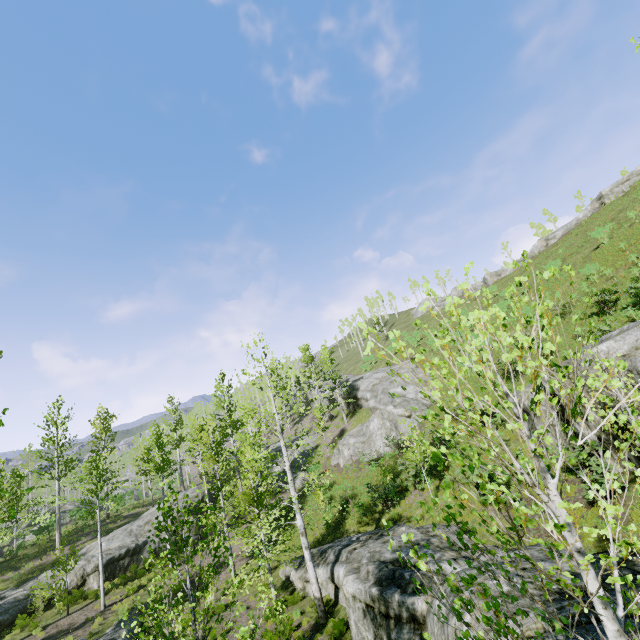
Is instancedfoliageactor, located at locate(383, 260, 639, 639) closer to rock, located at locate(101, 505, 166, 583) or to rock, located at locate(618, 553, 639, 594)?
rock, located at locate(101, 505, 166, 583)

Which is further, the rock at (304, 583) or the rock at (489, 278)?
the rock at (489, 278)

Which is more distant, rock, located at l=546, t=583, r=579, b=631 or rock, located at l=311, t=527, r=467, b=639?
rock, located at l=311, t=527, r=467, b=639

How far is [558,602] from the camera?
6.51m

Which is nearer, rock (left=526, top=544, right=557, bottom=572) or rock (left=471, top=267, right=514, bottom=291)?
rock (left=526, top=544, right=557, bottom=572)

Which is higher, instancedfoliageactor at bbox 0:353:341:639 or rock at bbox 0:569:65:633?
instancedfoliageactor at bbox 0:353:341:639

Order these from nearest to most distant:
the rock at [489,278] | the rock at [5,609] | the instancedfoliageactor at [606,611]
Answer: the instancedfoliageactor at [606,611] → the rock at [5,609] → the rock at [489,278]

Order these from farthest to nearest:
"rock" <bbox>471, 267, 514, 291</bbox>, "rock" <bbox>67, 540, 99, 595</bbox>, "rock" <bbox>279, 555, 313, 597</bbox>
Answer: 1. "rock" <bbox>471, 267, 514, 291</bbox>
2. "rock" <bbox>67, 540, 99, 595</bbox>
3. "rock" <bbox>279, 555, 313, 597</bbox>
